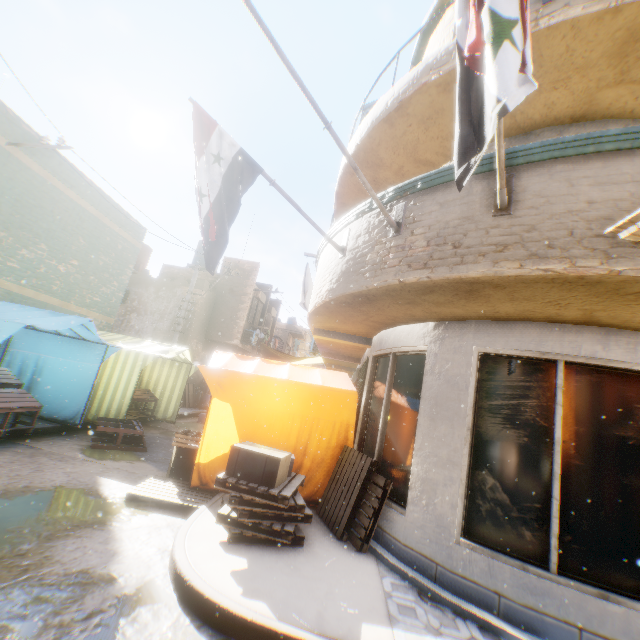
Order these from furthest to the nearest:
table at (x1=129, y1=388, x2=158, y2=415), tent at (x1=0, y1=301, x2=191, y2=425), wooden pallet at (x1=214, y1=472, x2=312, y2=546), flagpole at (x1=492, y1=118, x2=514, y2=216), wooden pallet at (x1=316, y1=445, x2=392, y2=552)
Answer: table at (x1=129, y1=388, x2=158, y2=415)
tent at (x1=0, y1=301, x2=191, y2=425)
wooden pallet at (x1=316, y1=445, x2=392, y2=552)
wooden pallet at (x1=214, y1=472, x2=312, y2=546)
flagpole at (x1=492, y1=118, x2=514, y2=216)

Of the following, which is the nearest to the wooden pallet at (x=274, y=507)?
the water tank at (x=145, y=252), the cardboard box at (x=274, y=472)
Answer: the cardboard box at (x=274, y=472)

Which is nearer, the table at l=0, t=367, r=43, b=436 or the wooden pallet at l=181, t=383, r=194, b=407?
the table at l=0, t=367, r=43, b=436

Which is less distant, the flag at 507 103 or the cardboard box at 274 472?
the flag at 507 103

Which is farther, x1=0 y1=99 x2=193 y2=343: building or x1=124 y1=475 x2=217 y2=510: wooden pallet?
x1=0 y1=99 x2=193 y2=343: building

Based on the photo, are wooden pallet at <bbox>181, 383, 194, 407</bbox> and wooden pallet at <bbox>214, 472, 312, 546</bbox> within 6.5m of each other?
no

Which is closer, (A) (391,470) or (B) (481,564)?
(B) (481,564)

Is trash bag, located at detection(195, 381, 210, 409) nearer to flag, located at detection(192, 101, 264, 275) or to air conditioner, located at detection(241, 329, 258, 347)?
air conditioner, located at detection(241, 329, 258, 347)
